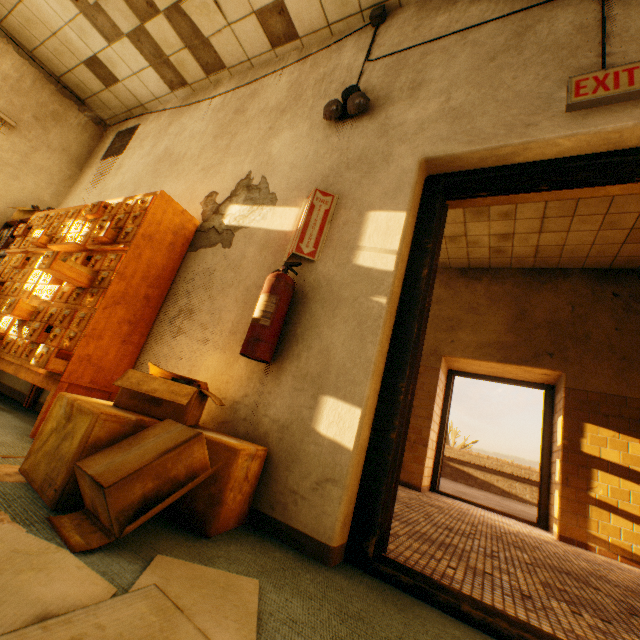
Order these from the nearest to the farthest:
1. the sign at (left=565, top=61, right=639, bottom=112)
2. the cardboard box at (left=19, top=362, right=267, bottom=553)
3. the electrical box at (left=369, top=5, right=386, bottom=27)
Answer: the cardboard box at (left=19, top=362, right=267, bottom=553), the sign at (left=565, top=61, right=639, bottom=112), the electrical box at (left=369, top=5, right=386, bottom=27)

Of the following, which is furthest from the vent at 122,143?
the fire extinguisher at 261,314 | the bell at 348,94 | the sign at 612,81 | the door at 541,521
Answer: the door at 541,521

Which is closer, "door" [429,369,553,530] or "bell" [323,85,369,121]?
"bell" [323,85,369,121]

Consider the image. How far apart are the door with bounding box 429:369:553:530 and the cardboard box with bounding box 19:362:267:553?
5.1m

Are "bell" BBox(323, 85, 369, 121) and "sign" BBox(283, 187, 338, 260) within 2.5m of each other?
yes

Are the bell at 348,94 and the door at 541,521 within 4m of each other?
no

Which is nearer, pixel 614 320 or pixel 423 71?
pixel 423 71

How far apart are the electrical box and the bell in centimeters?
84cm
